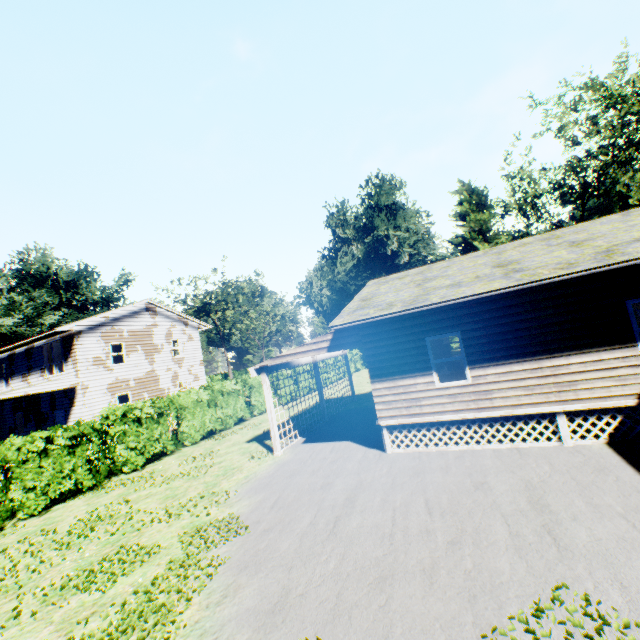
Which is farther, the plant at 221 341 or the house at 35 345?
the plant at 221 341

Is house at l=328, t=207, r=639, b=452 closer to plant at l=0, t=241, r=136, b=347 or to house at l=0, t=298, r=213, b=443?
house at l=0, t=298, r=213, b=443

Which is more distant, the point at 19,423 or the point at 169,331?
the point at 169,331

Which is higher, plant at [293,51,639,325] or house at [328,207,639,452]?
plant at [293,51,639,325]

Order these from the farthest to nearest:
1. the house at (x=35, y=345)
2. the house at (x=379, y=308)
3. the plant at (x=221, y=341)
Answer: the plant at (x=221, y=341)
the house at (x=35, y=345)
the house at (x=379, y=308)

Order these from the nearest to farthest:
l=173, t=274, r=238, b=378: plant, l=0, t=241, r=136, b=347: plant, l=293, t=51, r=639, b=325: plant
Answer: l=293, t=51, r=639, b=325: plant, l=0, t=241, r=136, b=347: plant, l=173, t=274, r=238, b=378: plant

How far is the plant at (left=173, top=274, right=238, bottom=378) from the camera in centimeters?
5081cm

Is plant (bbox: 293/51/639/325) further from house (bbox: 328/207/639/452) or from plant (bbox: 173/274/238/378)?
house (bbox: 328/207/639/452)
